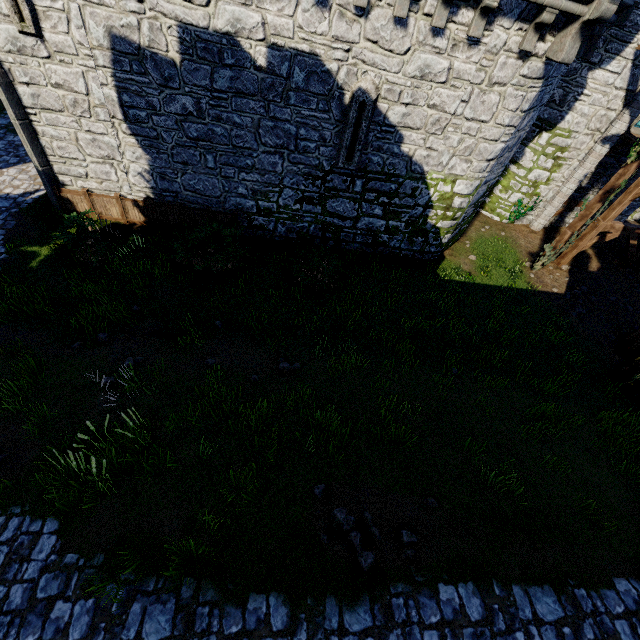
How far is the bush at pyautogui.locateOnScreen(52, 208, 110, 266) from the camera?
9.9m

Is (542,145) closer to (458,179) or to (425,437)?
(458,179)

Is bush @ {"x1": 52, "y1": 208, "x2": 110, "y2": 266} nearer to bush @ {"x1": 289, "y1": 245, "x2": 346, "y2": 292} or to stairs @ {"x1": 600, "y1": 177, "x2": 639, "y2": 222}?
bush @ {"x1": 289, "y1": 245, "x2": 346, "y2": 292}

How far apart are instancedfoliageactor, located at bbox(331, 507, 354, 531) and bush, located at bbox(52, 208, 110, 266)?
10.0m

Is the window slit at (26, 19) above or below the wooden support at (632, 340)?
above

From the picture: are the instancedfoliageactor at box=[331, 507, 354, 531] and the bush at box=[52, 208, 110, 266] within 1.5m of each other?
no

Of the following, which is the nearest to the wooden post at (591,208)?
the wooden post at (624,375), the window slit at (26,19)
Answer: the wooden post at (624,375)

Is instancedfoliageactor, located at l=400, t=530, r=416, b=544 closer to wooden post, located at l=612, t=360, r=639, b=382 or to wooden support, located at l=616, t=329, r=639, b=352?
wooden post, located at l=612, t=360, r=639, b=382
